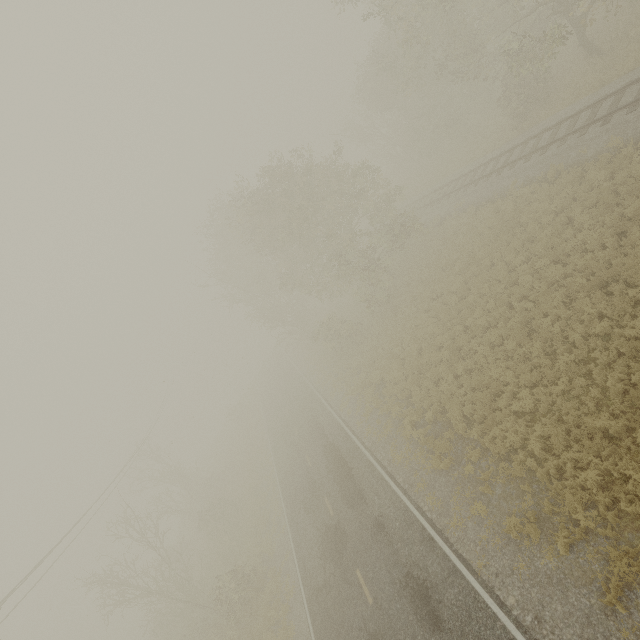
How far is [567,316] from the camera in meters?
12.1
